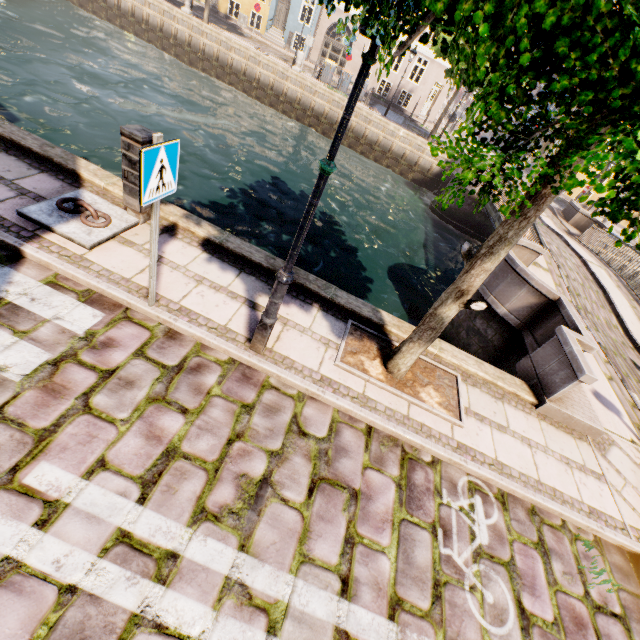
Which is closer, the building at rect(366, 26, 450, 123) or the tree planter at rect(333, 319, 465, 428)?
the tree planter at rect(333, 319, 465, 428)

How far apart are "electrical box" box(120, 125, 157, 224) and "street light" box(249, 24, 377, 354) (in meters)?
2.60

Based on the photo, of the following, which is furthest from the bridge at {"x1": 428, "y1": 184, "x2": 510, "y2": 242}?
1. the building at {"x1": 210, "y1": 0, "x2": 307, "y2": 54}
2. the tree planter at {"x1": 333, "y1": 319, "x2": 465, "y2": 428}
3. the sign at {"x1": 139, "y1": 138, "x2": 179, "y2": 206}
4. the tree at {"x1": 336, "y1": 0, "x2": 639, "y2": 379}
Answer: the building at {"x1": 210, "y1": 0, "x2": 307, "y2": 54}

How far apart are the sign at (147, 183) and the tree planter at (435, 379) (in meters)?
2.72

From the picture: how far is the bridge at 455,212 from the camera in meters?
13.7

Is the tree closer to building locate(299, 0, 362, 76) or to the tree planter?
the tree planter

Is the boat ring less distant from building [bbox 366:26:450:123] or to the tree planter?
the tree planter

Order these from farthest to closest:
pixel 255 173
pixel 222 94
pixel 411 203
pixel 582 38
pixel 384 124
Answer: pixel 384 124, pixel 222 94, pixel 411 203, pixel 255 173, pixel 582 38
